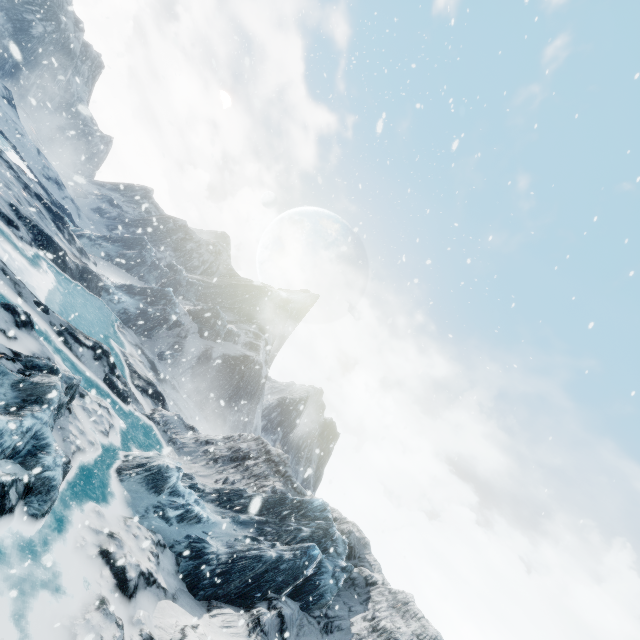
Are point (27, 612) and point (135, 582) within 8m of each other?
yes
